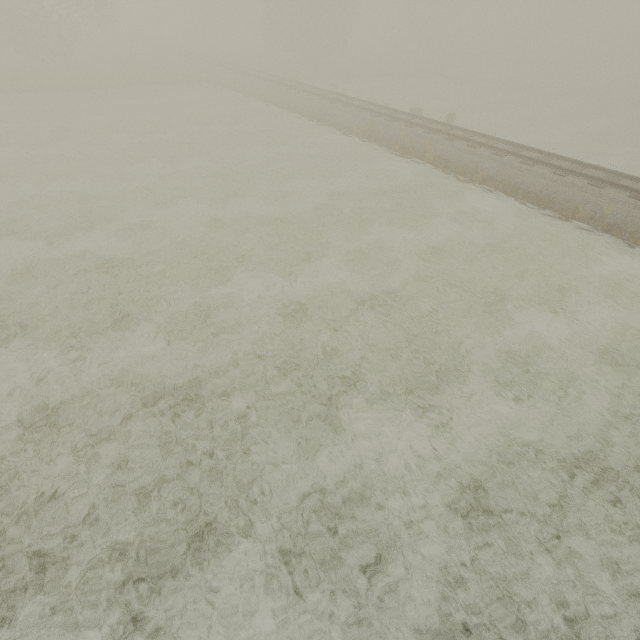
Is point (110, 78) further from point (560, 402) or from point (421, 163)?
point (560, 402)
